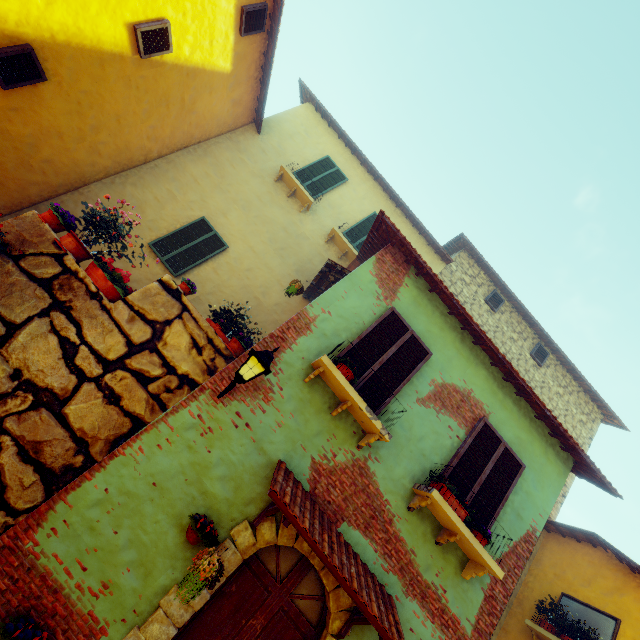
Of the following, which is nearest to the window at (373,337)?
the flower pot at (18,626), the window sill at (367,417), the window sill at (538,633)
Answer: the window sill at (367,417)

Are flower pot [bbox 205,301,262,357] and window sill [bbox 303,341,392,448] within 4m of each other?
yes

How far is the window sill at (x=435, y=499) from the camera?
4.5 meters

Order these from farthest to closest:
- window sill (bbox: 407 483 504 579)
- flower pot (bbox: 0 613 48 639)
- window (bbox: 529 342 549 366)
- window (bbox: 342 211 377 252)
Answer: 1. window (bbox: 529 342 549 366)
2. window (bbox: 342 211 377 252)
3. window sill (bbox: 407 483 504 579)
4. flower pot (bbox: 0 613 48 639)

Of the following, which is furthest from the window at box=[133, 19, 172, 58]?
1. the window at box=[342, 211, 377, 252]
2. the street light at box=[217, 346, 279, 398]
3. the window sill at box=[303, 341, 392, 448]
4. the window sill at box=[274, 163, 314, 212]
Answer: the window at box=[342, 211, 377, 252]

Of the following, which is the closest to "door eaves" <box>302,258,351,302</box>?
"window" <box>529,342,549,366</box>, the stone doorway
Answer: the stone doorway

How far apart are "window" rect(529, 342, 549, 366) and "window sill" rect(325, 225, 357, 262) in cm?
686

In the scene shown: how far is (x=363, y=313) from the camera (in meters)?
5.57
